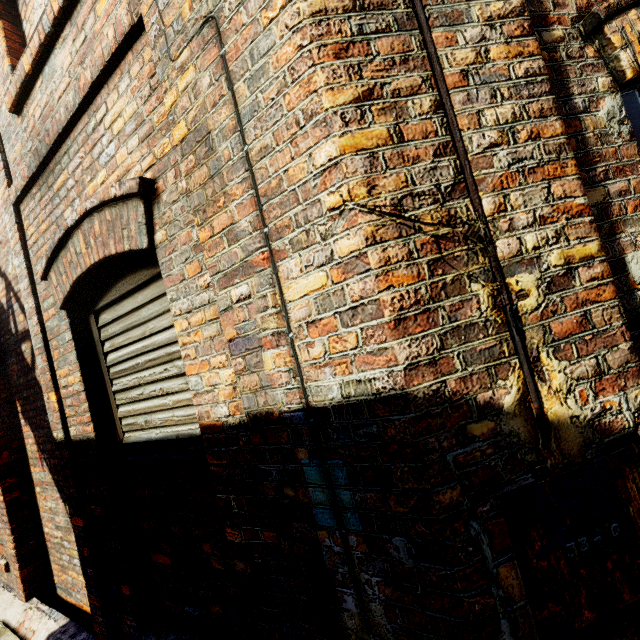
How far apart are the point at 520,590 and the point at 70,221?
2.9 meters
